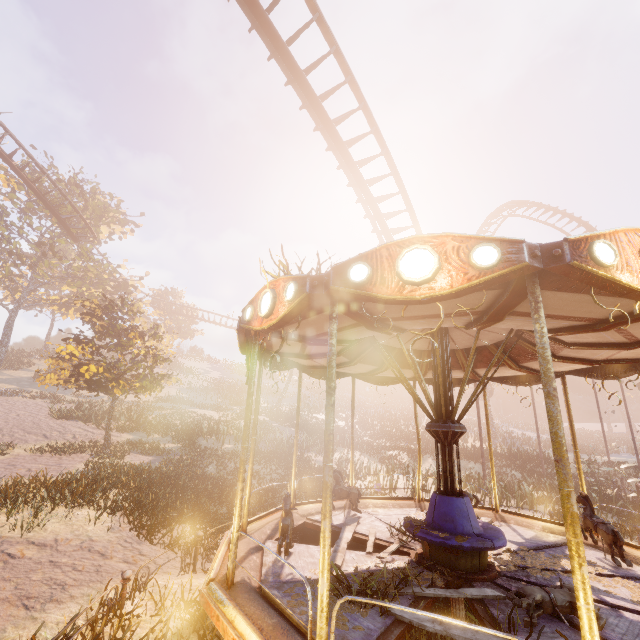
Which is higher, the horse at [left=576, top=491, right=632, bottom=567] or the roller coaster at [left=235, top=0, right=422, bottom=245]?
the roller coaster at [left=235, top=0, right=422, bottom=245]

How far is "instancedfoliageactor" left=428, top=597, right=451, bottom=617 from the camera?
5.29m

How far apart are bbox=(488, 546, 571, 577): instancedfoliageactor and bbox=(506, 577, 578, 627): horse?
0.95m

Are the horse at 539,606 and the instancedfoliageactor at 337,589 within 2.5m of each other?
yes

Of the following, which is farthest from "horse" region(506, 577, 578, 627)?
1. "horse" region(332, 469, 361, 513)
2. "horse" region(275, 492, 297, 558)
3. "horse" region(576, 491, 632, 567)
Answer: "horse" region(332, 469, 361, 513)

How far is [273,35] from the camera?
9.5 meters

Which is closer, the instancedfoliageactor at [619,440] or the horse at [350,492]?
the horse at [350,492]

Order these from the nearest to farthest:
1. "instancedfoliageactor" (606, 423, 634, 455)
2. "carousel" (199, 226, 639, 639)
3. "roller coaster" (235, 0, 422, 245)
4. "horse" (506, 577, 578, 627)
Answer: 1. "carousel" (199, 226, 639, 639)
2. "horse" (506, 577, 578, 627)
3. "roller coaster" (235, 0, 422, 245)
4. "instancedfoliageactor" (606, 423, 634, 455)
